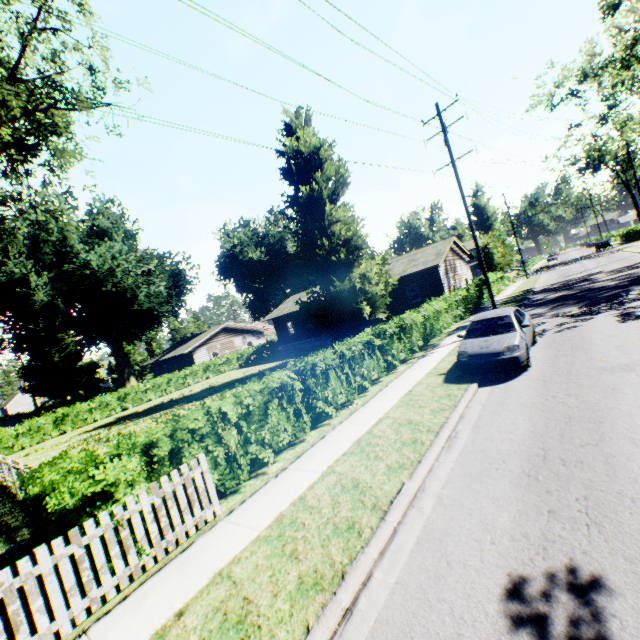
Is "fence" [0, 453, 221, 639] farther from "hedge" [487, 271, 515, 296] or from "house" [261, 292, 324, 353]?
"hedge" [487, 271, 515, 296]

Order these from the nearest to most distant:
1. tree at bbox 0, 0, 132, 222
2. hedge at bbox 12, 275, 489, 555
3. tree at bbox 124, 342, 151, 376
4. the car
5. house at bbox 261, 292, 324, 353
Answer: hedge at bbox 12, 275, 489, 555, the car, tree at bbox 0, 0, 132, 222, house at bbox 261, 292, 324, 353, tree at bbox 124, 342, 151, 376

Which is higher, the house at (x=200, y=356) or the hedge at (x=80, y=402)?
the house at (x=200, y=356)

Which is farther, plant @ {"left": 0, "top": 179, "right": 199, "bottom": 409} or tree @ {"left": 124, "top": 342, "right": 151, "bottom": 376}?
tree @ {"left": 124, "top": 342, "right": 151, "bottom": 376}

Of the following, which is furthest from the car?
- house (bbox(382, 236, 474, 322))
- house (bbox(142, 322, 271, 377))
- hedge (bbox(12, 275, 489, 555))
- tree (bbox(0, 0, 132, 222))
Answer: house (bbox(142, 322, 271, 377))

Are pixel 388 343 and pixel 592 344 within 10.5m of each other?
yes

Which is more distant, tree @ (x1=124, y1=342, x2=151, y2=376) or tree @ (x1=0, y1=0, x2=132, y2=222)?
tree @ (x1=124, y1=342, x2=151, y2=376)

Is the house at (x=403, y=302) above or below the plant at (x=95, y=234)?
below
